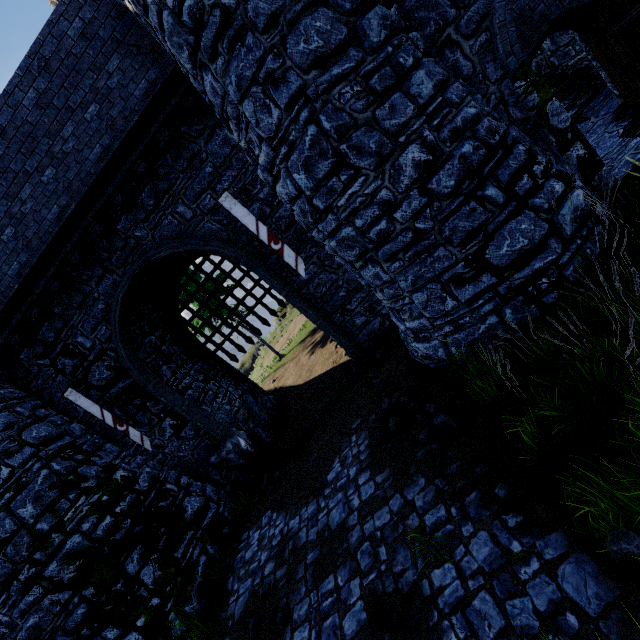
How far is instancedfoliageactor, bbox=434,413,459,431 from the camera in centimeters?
512cm

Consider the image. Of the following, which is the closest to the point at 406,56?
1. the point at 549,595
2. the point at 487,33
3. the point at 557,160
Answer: the point at 487,33

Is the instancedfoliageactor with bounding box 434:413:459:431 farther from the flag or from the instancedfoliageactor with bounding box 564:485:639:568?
the flag

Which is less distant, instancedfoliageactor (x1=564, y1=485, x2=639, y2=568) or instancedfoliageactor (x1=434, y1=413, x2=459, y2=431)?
instancedfoliageactor (x1=564, y1=485, x2=639, y2=568)

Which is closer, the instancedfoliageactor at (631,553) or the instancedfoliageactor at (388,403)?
the instancedfoliageactor at (631,553)

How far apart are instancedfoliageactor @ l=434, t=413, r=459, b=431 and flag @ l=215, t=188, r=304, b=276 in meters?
4.8

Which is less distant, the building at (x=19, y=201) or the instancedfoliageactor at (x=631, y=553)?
the instancedfoliageactor at (x=631, y=553)

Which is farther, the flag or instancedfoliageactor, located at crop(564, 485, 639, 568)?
the flag
